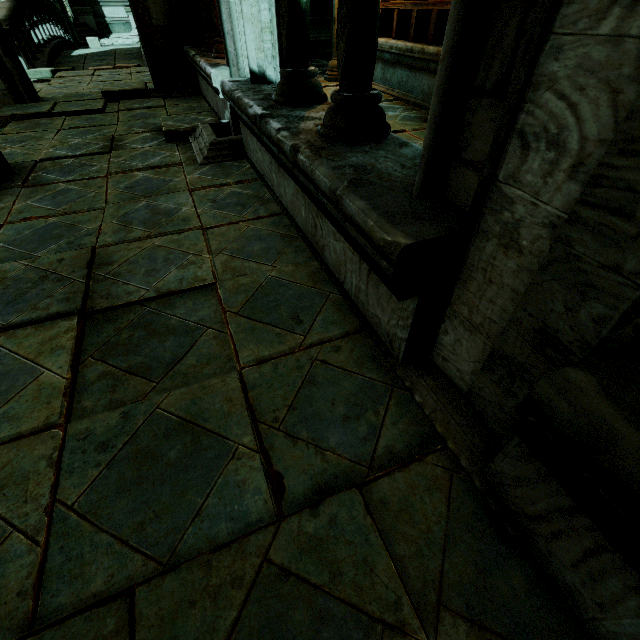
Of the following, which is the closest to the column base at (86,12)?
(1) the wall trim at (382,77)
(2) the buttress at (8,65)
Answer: (2) the buttress at (8,65)

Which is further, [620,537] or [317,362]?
[317,362]

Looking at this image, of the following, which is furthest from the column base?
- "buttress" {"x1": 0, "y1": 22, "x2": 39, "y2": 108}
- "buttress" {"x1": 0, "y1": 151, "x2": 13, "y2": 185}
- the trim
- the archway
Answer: "buttress" {"x1": 0, "y1": 151, "x2": 13, "y2": 185}

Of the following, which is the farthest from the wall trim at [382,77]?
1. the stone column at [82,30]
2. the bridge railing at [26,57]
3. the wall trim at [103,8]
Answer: the wall trim at [103,8]

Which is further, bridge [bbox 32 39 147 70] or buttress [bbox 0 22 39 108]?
bridge [bbox 32 39 147 70]

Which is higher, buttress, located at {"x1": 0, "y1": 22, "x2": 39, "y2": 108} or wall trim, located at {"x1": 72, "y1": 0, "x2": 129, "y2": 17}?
wall trim, located at {"x1": 72, "y1": 0, "x2": 129, "y2": 17}

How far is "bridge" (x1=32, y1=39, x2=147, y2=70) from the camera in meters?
9.8 m

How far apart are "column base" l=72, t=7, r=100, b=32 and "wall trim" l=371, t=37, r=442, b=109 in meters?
19.9 m
